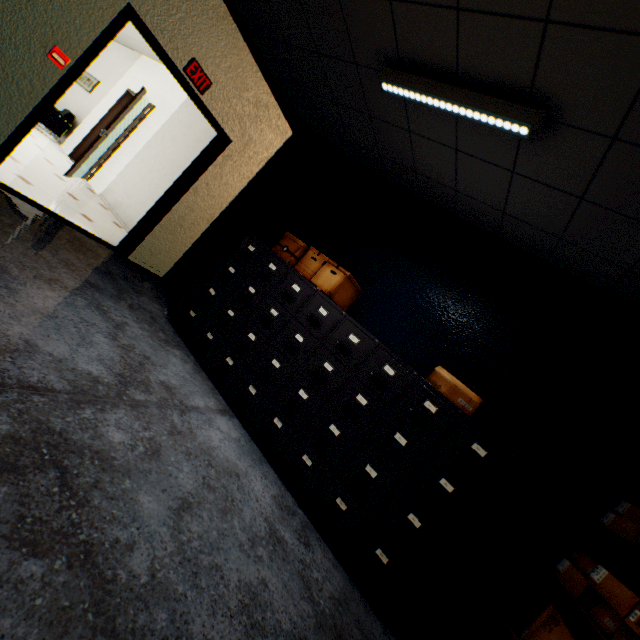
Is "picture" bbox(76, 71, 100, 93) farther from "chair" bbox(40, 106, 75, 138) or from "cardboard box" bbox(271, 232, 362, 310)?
"cardboard box" bbox(271, 232, 362, 310)

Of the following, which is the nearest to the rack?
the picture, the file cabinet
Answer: the file cabinet

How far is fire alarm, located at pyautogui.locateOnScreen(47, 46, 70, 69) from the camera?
2.8m

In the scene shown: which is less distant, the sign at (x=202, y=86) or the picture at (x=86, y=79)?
the sign at (x=202, y=86)

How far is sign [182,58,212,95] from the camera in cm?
350

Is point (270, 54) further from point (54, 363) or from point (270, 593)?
point (270, 593)

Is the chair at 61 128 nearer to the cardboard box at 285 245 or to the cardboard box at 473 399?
the cardboard box at 285 245

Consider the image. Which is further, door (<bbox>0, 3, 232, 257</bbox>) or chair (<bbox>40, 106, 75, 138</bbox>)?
chair (<bbox>40, 106, 75, 138</bbox>)
